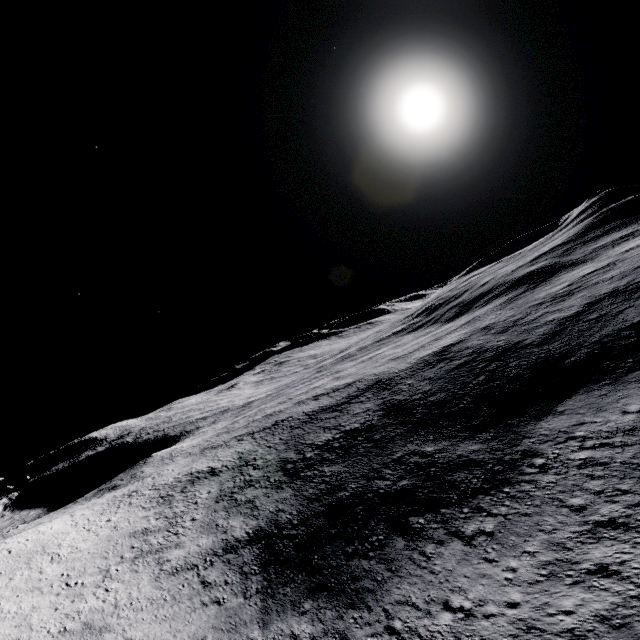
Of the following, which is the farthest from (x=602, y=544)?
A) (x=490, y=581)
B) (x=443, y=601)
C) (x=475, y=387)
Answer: (x=475, y=387)
